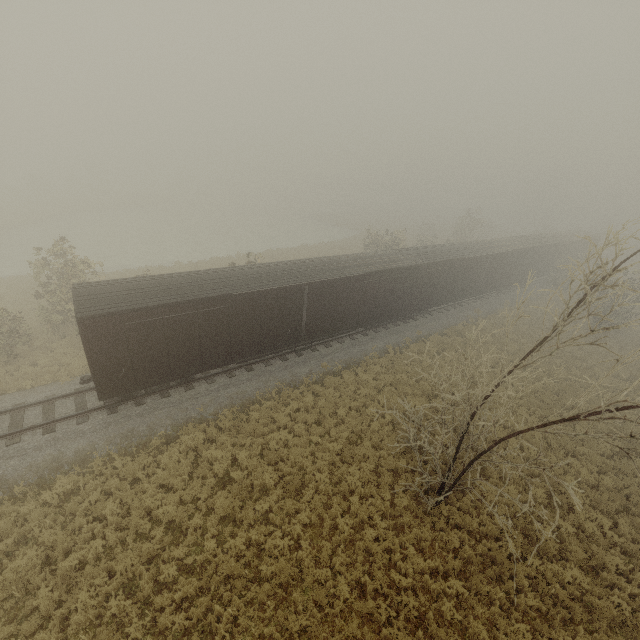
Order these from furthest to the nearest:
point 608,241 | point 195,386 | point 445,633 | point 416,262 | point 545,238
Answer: point 545,238 → point 416,262 → point 195,386 → point 445,633 → point 608,241

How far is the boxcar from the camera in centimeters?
1210cm

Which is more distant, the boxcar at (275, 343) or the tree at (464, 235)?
the tree at (464, 235)

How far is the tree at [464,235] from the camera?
43.90m

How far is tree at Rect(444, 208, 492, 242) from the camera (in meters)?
43.90

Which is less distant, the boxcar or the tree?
the boxcar
